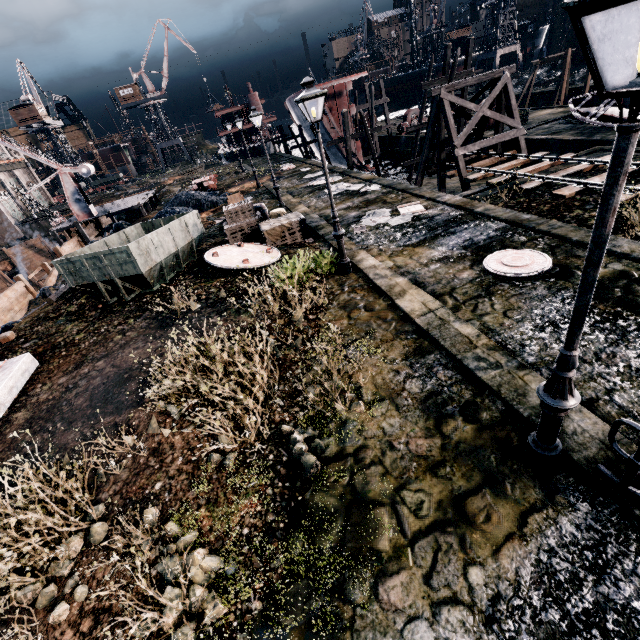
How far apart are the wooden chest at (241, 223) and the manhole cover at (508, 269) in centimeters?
821cm

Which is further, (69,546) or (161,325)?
(161,325)

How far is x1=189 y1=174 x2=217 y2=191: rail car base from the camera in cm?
3278

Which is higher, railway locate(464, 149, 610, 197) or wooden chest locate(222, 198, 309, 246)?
wooden chest locate(222, 198, 309, 246)

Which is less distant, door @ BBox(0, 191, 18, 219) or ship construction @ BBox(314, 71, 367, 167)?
ship construction @ BBox(314, 71, 367, 167)

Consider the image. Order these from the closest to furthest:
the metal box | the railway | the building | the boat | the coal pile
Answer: the metal box < the railway < the boat < the coal pile < the building

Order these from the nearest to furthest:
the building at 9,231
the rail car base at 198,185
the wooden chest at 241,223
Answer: the wooden chest at 241,223, the rail car base at 198,185, the building at 9,231

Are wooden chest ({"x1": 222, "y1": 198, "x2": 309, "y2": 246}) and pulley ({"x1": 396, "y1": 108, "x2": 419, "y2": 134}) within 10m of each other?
no
